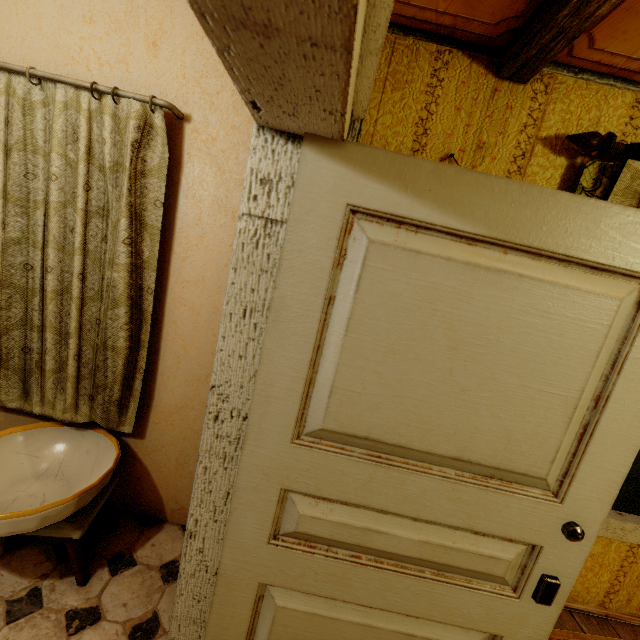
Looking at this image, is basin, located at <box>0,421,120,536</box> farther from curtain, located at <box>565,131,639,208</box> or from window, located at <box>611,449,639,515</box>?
window, located at <box>611,449,639,515</box>

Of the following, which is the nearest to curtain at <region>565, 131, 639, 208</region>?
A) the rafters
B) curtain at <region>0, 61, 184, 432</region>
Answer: the rafters

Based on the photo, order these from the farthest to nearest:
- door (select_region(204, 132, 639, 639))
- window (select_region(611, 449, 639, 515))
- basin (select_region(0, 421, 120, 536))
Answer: window (select_region(611, 449, 639, 515)) < basin (select_region(0, 421, 120, 536)) < door (select_region(204, 132, 639, 639))

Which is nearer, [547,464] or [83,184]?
[547,464]

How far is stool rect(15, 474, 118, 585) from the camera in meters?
1.5 m

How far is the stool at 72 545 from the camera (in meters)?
1.49

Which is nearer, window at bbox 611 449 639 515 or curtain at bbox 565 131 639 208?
curtain at bbox 565 131 639 208

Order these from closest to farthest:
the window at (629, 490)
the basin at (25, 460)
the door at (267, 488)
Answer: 1. the door at (267, 488)
2. the basin at (25, 460)
3. the window at (629, 490)
